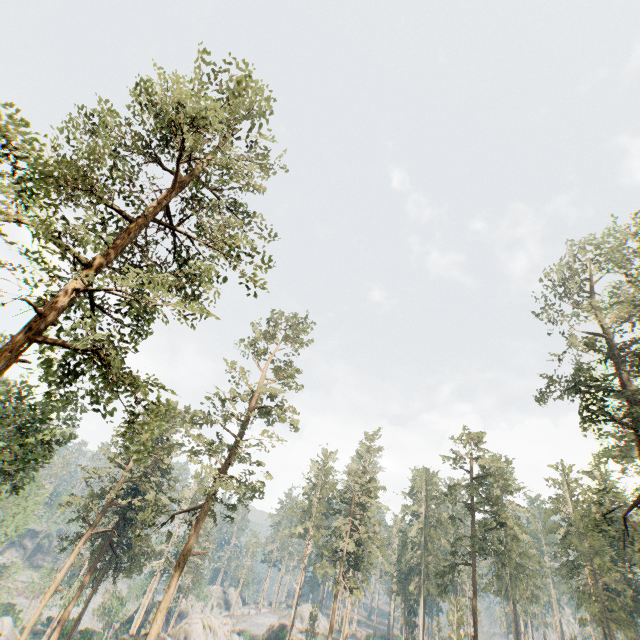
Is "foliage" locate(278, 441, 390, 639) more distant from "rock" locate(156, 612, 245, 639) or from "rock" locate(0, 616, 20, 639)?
"rock" locate(156, 612, 245, 639)

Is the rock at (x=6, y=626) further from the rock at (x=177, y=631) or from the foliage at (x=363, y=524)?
the rock at (x=177, y=631)

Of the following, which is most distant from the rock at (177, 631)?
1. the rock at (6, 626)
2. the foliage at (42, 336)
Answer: the rock at (6, 626)

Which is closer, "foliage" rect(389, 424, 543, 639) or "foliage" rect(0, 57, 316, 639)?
"foliage" rect(0, 57, 316, 639)

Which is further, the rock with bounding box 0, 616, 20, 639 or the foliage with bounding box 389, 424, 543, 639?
the rock with bounding box 0, 616, 20, 639

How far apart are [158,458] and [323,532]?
22.0 meters
